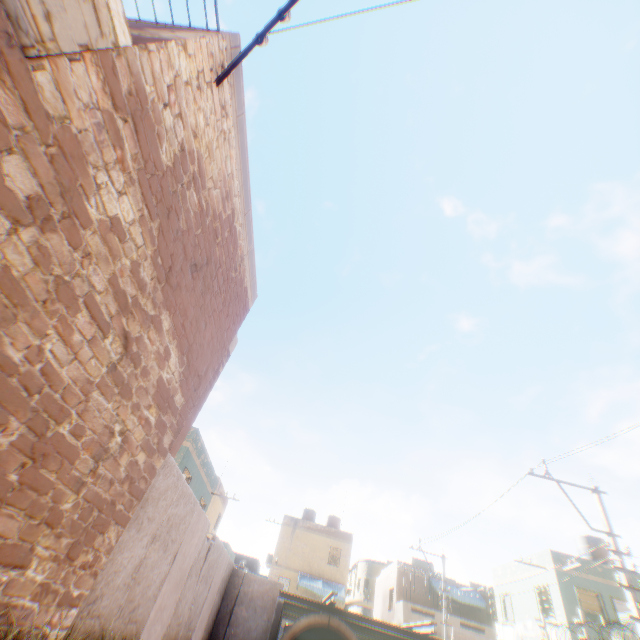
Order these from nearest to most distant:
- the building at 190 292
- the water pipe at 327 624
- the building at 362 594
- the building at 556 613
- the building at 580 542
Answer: the building at 190 292, the water pipe at 327 624, the building at 556 613, the building at 580 542, the building at 362 594

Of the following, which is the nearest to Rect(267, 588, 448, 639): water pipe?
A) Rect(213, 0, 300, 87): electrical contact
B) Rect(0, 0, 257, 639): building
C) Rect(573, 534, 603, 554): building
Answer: Rect(0, 0, 257, 639): building

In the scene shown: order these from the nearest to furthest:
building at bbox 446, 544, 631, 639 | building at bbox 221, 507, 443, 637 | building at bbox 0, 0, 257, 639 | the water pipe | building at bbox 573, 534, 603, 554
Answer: building at bbox 0, 0, 257, 639, the water pipe, building at bbox 446, 544, 631, 639, building at bbox 573, 534, 603, 554, building at bbox 221, 507, 443, 637

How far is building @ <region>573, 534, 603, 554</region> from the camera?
19.7m

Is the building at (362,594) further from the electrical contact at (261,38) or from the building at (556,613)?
the building at (556,613)

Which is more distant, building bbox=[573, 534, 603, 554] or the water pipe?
building bbox=[573, 534, 603, 554]

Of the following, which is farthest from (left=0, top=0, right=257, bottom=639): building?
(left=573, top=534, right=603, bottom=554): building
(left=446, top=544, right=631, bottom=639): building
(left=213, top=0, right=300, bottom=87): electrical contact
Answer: (left=573, top=534, right=603, bottom=554): building

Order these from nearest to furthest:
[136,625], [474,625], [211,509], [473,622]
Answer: [136,625]
[473,622]
[474,625]
[211,509]
